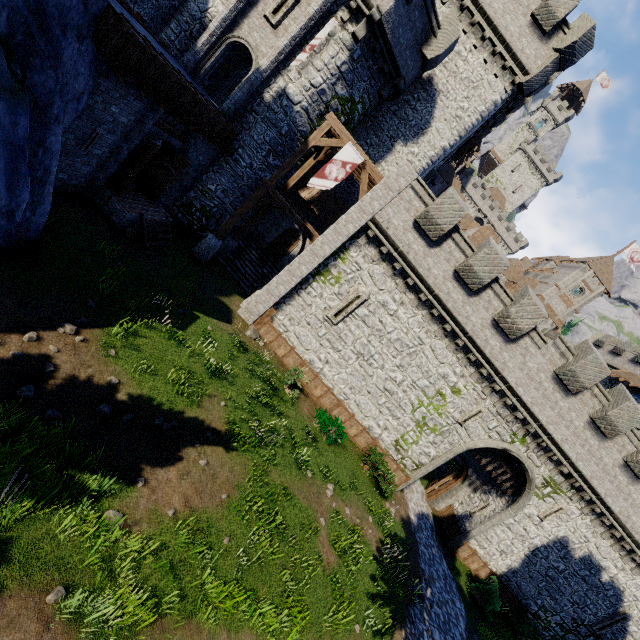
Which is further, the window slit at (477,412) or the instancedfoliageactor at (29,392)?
the window slit at (477,412)

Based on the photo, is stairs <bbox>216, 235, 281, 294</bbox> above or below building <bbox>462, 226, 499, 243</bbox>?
below

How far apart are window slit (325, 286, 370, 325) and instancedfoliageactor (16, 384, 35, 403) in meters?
11.8

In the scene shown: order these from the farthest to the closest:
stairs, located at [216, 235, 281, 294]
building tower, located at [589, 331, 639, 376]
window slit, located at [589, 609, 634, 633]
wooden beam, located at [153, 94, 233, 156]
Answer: building tower, located at [589, 331, 639, 376] < stairs, located at [216, 235, 281, 294] < window slit, located at [589, 609, 634, 633] < wooden beam, located at [153, 94, 233, 156]

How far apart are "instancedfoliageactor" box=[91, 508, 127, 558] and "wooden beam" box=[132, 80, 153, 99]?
11.6m

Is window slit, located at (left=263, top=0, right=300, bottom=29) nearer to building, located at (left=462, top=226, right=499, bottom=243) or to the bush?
the bush

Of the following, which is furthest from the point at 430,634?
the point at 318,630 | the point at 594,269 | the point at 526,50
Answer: the point at 594,269

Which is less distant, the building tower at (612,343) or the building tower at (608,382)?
the building tower at (608,382)
